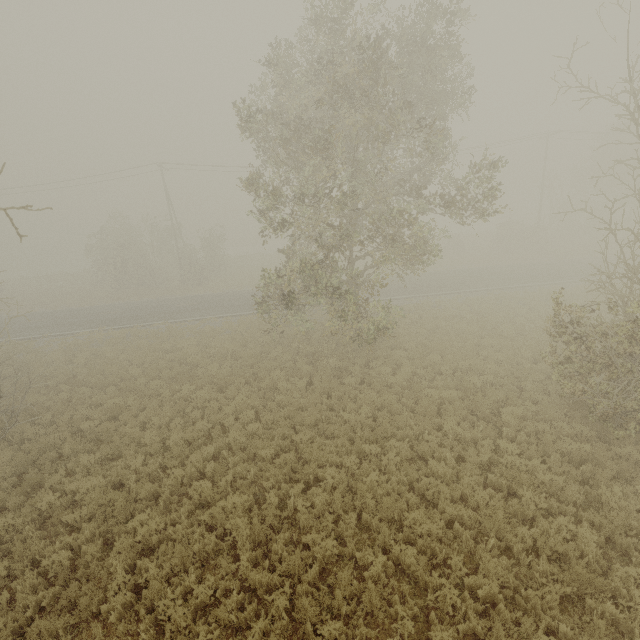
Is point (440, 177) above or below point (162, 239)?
above

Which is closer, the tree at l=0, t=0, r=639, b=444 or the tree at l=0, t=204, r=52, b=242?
the tree at l=0, t=204, r=52, b=242

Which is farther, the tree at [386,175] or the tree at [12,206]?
the tree at [386,175]
